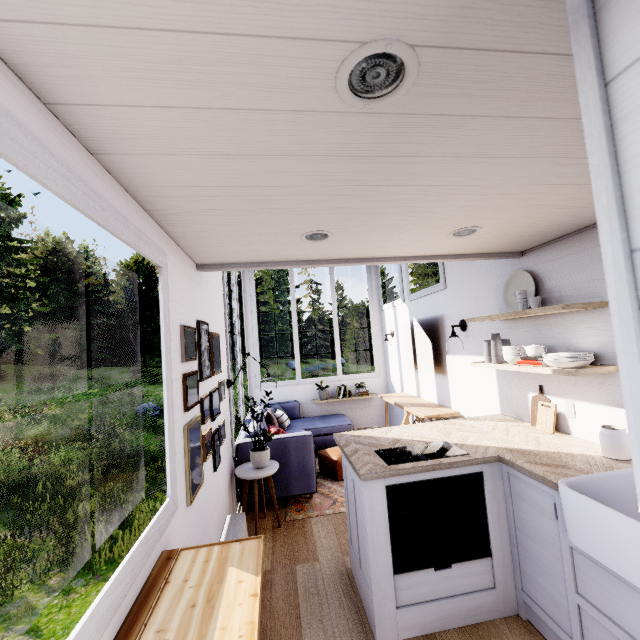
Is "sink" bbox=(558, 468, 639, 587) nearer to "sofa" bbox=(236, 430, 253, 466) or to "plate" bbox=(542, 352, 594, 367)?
"plate" bbox=(542, 352, 594, 367)

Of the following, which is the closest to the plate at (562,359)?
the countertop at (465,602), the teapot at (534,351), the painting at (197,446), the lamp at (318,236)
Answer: the teapot at (534,351)

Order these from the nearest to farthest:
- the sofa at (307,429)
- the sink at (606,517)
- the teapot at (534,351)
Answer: the sink at (606,517)
the teapot at (534,351)
the sofa at (307,429)

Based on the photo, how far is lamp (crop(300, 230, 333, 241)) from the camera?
1.9 meters

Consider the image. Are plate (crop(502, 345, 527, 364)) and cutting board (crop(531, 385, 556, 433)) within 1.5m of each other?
yes

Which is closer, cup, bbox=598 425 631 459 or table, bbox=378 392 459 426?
cup, bbox=598 425 631 459

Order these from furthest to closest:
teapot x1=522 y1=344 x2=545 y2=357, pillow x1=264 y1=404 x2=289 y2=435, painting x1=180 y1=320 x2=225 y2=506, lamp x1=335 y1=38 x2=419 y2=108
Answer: pillow x1=264 y1=404 x2=289 y2=435 < teapot x1=522 y1=344 x2=545 y2=357 < painting x1=180 y1=320 x2=225 y2=506 < lamp x1=335 y1=38 x2=419 y2=108

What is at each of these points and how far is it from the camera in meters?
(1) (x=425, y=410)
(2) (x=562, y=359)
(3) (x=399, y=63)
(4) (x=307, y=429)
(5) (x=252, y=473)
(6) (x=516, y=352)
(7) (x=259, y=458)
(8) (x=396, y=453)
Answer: (1) table, 4.2 m
(2) plate, 2.2 m
(3) lamp, 0.8 m
(4) sofa, 5.4 m
(5) chair, 3.3 m
(6) plate, 2.7 m
(7) vase, 3.4 m
(8) electric burner, 2.4 m
